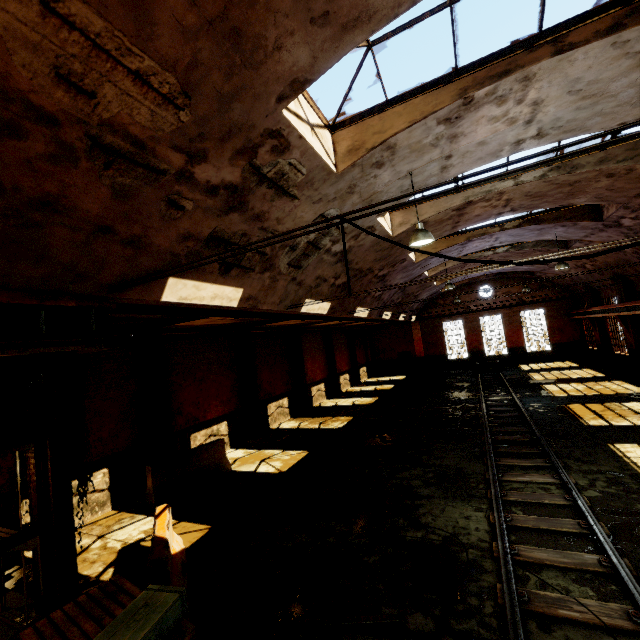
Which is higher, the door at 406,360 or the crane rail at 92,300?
the crane rail at 92,300

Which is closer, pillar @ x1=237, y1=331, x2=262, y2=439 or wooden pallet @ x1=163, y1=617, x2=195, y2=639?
wooden pallet @ x1=163, y1=617, x2=195, y2=639

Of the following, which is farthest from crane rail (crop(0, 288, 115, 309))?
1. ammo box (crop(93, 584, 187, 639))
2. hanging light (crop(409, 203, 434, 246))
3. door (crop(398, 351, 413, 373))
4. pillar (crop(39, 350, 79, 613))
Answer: door (crop(398, 351, 413, 373))

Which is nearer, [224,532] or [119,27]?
[119,27]

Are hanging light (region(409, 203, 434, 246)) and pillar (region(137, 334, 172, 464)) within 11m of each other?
yes

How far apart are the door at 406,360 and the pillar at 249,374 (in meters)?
19.89

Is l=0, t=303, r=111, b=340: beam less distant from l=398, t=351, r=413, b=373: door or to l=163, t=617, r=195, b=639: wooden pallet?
l=163, t=617, r=195, b=639: wooden pallet

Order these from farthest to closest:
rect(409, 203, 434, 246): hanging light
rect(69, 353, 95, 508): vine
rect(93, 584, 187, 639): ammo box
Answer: rect(409, 203, 434, 246): hanging light → rect(69, 353, 95, 508): vine → rect(93, 584, 187, 639): ammo box
